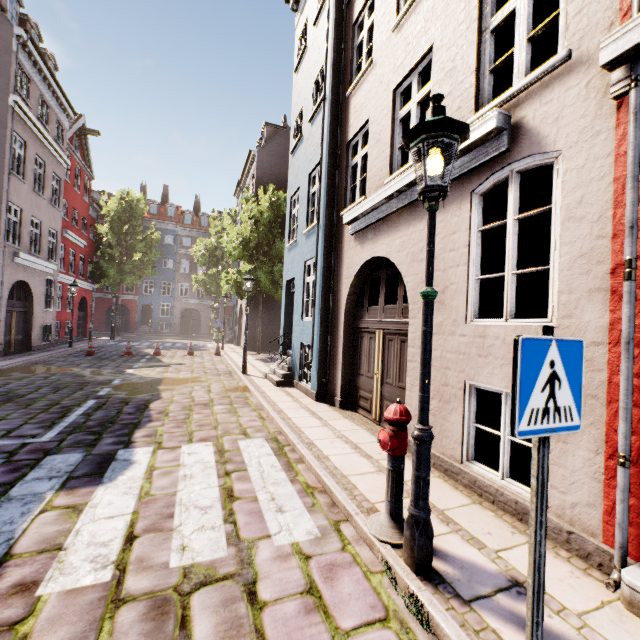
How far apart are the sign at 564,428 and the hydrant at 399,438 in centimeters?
146cm

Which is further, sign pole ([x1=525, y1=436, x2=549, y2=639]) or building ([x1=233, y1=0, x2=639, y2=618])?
building ([x1=233, y1=0, x2=639, y2=618])

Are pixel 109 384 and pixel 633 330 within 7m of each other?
no

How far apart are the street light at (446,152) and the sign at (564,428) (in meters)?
0.98

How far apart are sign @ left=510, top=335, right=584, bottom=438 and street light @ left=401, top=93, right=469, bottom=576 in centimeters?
98cm

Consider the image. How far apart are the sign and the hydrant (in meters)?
1.46

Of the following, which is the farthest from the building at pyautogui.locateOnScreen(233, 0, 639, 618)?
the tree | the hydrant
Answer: the tree

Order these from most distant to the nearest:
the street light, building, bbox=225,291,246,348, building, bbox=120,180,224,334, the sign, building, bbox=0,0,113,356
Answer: building, bbox=120,180,224,334 < building, bbox=225,291,246,348 < building, bbox=0,0,113,356 < the street light < the sign
